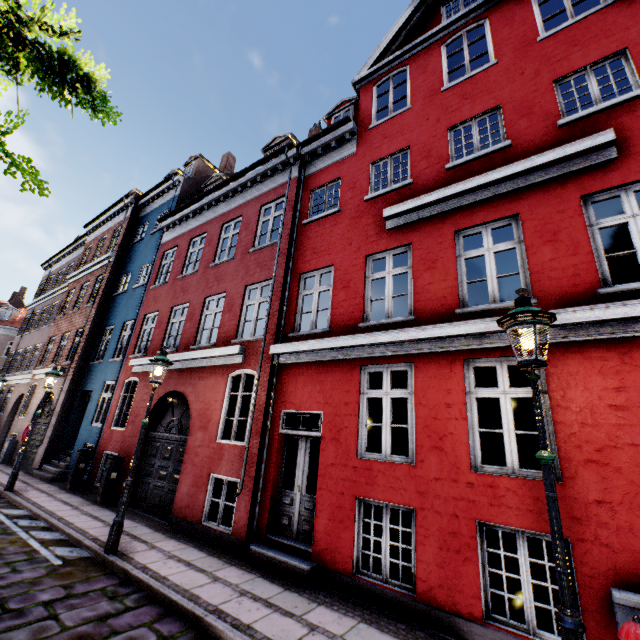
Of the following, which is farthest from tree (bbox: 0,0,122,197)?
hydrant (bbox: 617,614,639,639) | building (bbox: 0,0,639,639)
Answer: hydrant (bbox: 617,614,639,639)

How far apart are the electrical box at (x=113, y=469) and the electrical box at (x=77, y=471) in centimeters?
209cm

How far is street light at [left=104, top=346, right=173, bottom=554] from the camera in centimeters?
599cm

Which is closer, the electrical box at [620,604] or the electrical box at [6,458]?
the electrical box at [620,604]

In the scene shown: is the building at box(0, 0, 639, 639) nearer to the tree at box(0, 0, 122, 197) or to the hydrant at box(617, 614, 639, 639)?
the hydrant at box(617, 614, 639, 639)

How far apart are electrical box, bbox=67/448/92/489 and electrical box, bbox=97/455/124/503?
2.09m

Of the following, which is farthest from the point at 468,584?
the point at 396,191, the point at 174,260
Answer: the point at 174,260

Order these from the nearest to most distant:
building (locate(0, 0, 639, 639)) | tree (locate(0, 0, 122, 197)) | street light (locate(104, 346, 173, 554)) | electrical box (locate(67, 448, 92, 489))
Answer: tree (locate(0, 0, 122, 197)) → building (locate(0, 0, 639, 639)) → street light (locate(104, 346, 173, 554)) → electrical box (locate(67, 448, 92, 489))
